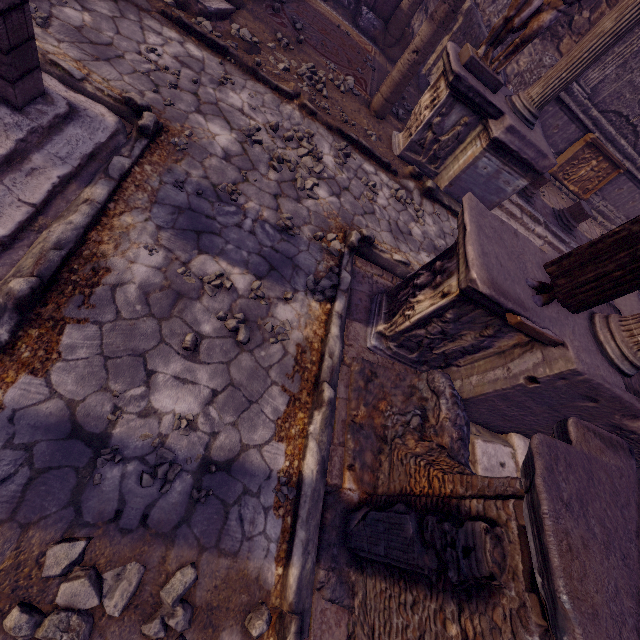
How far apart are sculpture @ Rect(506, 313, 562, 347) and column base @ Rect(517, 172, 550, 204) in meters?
6.3 m

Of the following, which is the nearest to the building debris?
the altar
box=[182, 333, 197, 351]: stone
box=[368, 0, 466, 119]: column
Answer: the altar

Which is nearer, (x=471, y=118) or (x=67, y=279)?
(x=67, y=279)

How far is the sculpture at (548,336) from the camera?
2.68m

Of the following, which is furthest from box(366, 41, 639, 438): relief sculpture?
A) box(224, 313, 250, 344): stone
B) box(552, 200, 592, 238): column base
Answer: box(552, 200, 592, 238): column base

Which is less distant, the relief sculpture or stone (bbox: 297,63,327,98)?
the relief sculpture

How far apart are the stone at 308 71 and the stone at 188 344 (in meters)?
5.53

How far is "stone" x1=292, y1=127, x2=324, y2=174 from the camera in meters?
4.7
